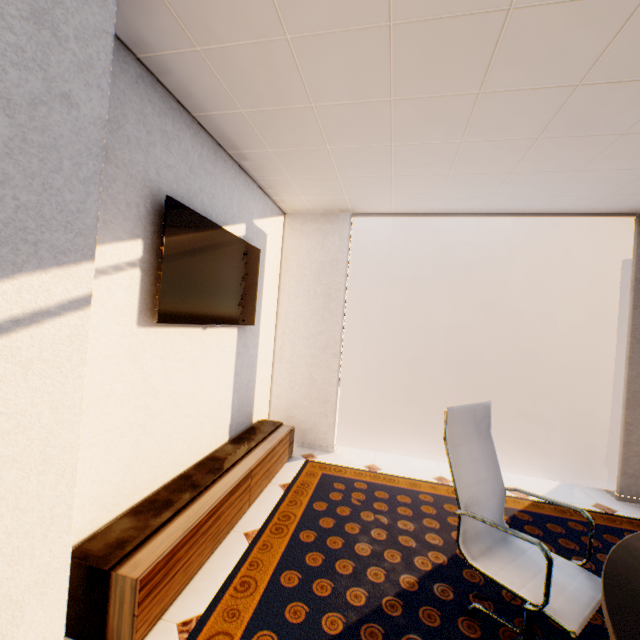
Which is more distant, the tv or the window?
the window

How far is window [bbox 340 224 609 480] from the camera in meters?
3.8

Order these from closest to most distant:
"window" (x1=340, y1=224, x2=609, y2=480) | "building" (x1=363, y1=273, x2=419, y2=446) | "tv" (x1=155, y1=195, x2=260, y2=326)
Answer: "tv" (x1=155, y1=195, x2=260, y2=326), "window" (x1=340, y1=224, x2=609, y2=480), "building" (x1=363, y1=273, x2=419, y2=446)

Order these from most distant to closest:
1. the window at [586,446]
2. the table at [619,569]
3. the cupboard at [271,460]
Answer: the window at [586,446]
the cupboard at [271,460]
the table at [619,569]

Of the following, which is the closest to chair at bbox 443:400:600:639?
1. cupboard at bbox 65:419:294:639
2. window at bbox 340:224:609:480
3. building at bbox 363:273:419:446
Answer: cupboard at bbox 65:419:294:639

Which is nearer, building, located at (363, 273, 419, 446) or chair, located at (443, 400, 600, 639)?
chair, located at (443, 400, 600, 639)

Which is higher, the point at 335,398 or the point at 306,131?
the point at 306,131

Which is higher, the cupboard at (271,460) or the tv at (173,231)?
the tv at (173,231)
